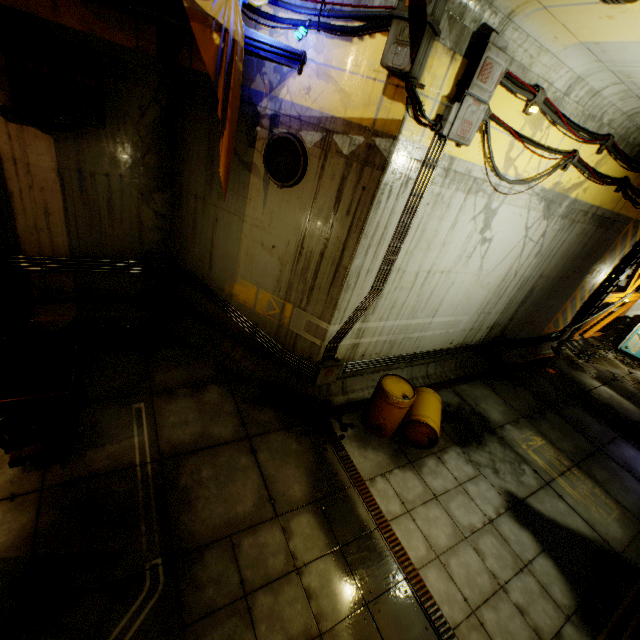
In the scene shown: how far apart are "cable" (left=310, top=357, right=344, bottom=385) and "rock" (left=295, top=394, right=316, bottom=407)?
0.3m

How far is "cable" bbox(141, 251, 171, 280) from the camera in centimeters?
718cm

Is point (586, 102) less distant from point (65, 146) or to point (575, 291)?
point (575, 291)

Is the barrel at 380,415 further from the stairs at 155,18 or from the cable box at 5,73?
the cable box at 5,73

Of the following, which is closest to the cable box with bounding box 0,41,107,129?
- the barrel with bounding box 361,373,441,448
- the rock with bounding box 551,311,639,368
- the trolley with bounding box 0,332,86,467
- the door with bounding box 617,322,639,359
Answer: the trolley with bounding box 0,332,86,467

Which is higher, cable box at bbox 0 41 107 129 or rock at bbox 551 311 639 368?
cable box at bbox 0 41 107 129

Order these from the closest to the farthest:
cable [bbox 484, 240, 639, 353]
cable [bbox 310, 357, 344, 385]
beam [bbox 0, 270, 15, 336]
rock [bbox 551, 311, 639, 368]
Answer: beam [bbox 0, 270, 15, 336] < cable [bbox 310, 357, 344, 385] < cable [bbox 484, 240, 639, 353] < rock [bbox 551, 311, 639, 368]

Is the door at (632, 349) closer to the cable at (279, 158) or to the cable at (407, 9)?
Answer: the cable at (407, 9)
